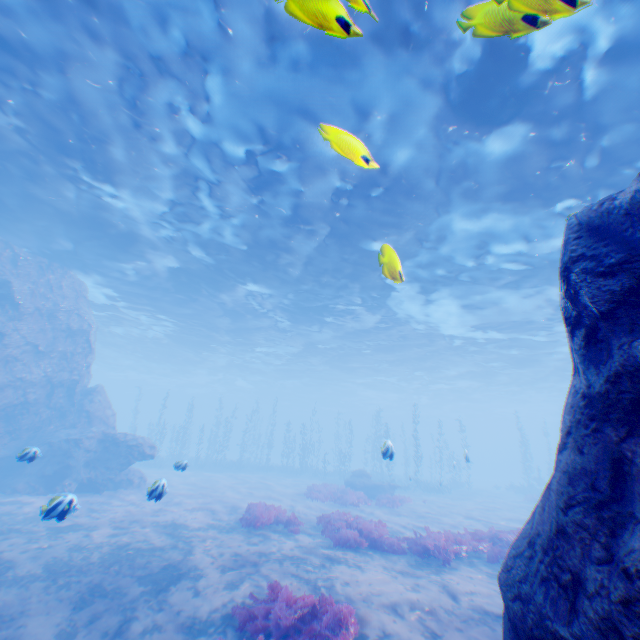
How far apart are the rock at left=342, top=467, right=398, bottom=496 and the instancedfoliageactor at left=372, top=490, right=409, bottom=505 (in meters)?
2.53

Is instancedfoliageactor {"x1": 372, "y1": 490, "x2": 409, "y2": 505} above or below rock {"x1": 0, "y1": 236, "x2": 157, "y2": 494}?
below

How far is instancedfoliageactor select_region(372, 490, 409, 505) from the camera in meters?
20.3 m

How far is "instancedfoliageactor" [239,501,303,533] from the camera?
12.32m

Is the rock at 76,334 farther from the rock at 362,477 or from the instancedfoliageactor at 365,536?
the rock at 362,477

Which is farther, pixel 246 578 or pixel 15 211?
pixel 15 211

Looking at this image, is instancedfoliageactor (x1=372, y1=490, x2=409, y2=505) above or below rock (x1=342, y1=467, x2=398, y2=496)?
below

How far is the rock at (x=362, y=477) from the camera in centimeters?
2412cm
